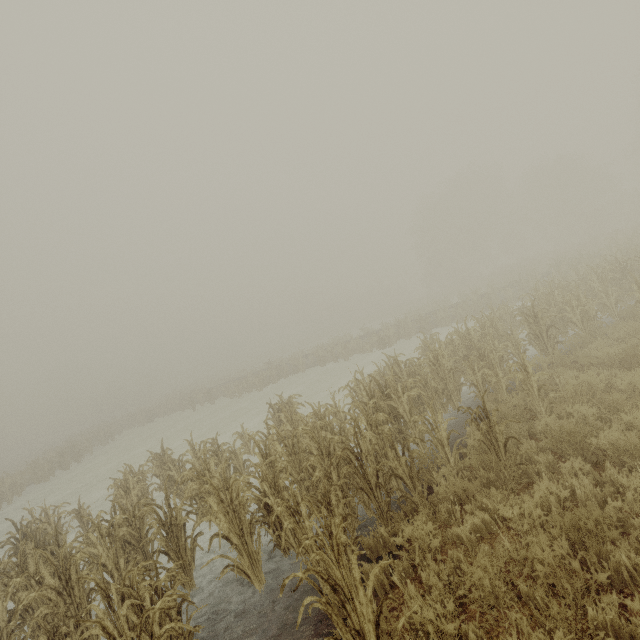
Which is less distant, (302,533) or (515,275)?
(302,533)
